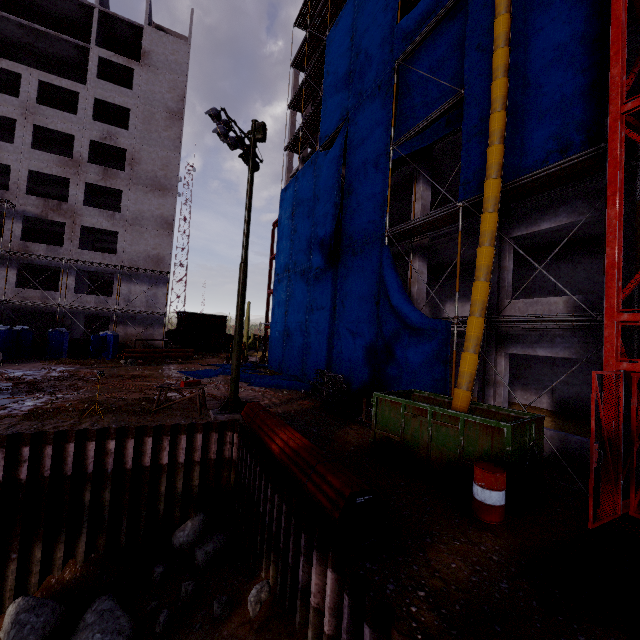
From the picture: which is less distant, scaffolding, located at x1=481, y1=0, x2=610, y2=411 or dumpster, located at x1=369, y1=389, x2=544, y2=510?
dumpster, located at x1=369, y1=389, x2=544, y2=510

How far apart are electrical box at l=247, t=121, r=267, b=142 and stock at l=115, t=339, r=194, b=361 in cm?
2128

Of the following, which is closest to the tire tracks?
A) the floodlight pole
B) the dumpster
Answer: the floodlight pole

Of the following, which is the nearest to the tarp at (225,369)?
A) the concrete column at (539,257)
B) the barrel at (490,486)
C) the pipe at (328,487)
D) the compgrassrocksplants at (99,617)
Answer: the barrel at (490,486)

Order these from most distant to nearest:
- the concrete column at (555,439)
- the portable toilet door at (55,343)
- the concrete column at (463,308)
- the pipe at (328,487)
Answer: the portable toilet door at (55,343), the concrete column at (463,308), the concrete column at (555,439), the pipe at (328,487)

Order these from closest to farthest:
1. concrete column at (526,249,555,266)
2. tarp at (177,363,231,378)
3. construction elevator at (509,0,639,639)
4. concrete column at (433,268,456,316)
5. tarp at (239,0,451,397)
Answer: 1. construction elevator at (509,0,639,639)
2. tarp at (239,0,451,397)
3. concrete column at (526,249,555,266)
4. concrete column at (433,268,456,316)
5. tarp at (177,363,231,378)

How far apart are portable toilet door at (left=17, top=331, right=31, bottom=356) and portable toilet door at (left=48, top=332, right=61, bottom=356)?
1.22m

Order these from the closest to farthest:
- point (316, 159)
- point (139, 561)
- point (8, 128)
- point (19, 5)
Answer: point (139, 561), point (316, 159), point (8, 128), point (19, 5)
